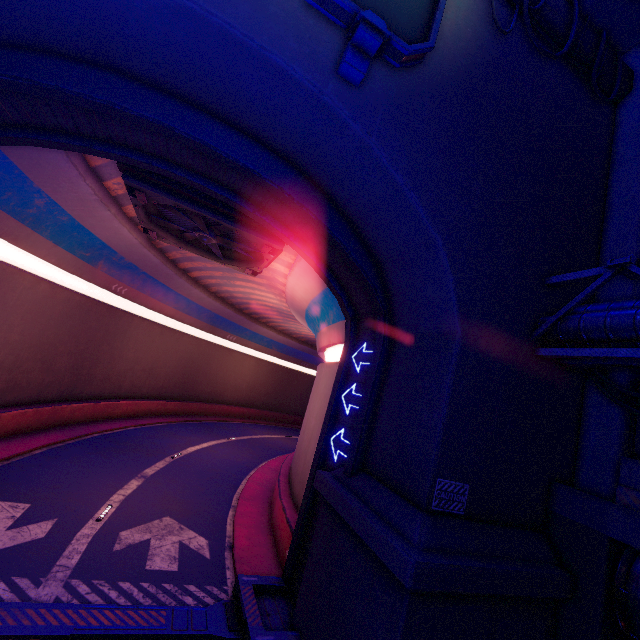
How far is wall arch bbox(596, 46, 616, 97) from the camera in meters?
9.8

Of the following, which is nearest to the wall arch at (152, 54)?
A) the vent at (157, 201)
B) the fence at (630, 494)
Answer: the fence at (630, 494)

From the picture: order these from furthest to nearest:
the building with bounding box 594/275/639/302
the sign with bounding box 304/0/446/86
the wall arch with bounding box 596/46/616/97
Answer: the wall arch with bounding box 596/46/616/97, the building with bounding box 594/275/639/302, the sign with bounding box 304/0/446/86

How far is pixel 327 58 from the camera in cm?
643

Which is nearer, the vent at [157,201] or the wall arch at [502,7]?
the wall arch at [502,7]

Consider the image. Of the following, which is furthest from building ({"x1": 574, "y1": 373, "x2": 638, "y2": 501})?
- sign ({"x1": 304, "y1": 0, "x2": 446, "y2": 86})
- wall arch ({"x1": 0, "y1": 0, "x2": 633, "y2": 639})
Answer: sign ({"x1": 304, "y1": 0, "x2": 446, "y2": 86})

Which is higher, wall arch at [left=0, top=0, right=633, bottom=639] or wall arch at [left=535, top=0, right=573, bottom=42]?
wall arch at [left=535, top=0, right=573, bottom=42]

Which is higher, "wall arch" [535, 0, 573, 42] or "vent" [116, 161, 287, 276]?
"wall arch" [535, 0, 573, 42]
